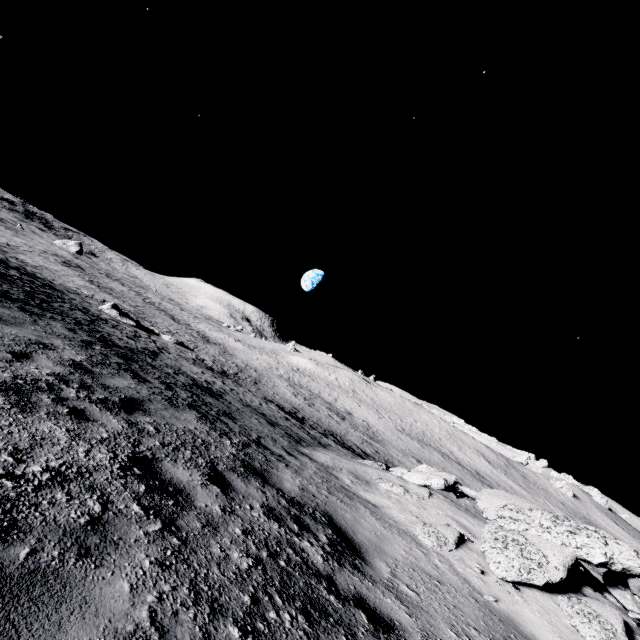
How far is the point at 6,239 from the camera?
52.28m

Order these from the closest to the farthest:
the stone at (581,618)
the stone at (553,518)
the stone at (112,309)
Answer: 1. the stone at (581,618)
2. the stone at (553,518)
3. the stone at (112,309)

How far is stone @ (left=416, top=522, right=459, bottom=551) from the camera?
5.8m

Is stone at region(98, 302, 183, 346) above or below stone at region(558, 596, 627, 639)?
below

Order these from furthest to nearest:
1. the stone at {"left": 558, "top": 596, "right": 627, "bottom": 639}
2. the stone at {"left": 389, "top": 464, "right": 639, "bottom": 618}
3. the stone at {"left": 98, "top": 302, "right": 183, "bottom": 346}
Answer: the stone at {"left": 98, "top": 302, "right": 183, "bottom": 346} → the stone at {"left": 389, "top": 464, "right": 639, "bottom": 618} → the stone at {"left": 558, "top": 596, "right": 627, "bottom": 639}

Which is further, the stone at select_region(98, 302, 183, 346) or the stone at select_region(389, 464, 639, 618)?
the stone at select_region(98, 302, 183, 346)

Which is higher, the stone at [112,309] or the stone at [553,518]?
the stone at [553,518]

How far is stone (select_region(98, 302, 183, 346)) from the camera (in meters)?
30.88
